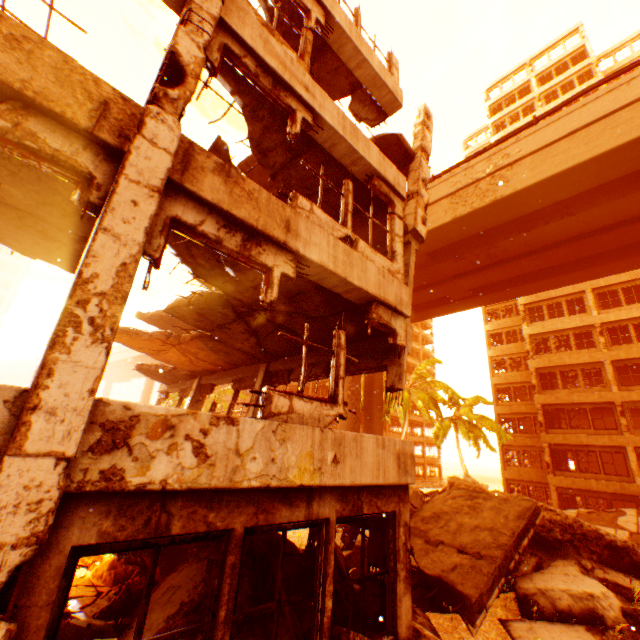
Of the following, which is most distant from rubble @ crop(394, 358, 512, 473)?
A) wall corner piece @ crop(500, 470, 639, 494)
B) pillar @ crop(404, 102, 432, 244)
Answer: pillar @ crop(404, 102, 432, 244)

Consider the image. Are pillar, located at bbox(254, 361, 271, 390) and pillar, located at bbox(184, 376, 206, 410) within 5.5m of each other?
yes

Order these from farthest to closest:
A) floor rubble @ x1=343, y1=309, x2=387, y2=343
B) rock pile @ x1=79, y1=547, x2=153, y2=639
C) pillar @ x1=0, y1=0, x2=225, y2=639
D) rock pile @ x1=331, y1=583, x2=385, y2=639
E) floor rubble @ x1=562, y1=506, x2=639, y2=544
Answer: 1. floor rubble @ x1=562, y1=506, x2=639, y2=544
2. floor rubble @ x1=343, y1=309, x2=387, y2=343
3. rock pile @ x1=79, y1=547, x2=153, y2=639
4. rock pile @ x1=331, y1=583, x2=385, y2=639
5. pillar @ x1=0, y1=0, x2=225, y2=639

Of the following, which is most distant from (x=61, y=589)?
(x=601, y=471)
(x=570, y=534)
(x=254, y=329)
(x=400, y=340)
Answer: (x=601, y=471)

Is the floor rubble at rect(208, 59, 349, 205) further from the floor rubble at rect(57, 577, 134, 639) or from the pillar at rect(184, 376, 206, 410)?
the floor rubble at rect(57, 577, 134, 639)

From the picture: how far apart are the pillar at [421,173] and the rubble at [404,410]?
18.1 meters

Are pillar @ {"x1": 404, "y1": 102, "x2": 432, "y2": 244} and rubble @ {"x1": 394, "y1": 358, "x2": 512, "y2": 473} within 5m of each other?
no

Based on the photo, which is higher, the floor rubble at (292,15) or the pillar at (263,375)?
the floor rubble at (292,15)
